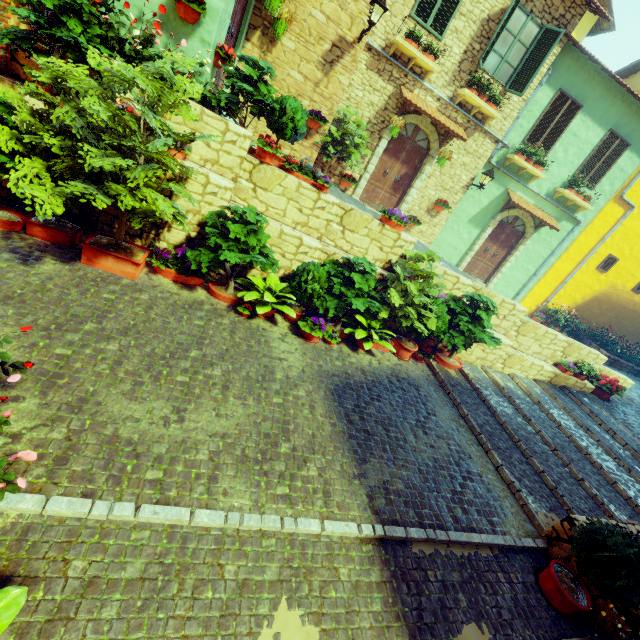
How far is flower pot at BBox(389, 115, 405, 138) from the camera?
9.1m

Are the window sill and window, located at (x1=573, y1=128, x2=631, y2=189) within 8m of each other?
yes

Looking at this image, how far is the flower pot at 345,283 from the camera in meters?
6.3 m

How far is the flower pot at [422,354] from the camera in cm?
789

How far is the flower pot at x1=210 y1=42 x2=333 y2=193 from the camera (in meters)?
5.64

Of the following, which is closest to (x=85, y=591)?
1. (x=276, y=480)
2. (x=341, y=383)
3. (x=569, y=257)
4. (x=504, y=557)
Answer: (x=276, y=480)

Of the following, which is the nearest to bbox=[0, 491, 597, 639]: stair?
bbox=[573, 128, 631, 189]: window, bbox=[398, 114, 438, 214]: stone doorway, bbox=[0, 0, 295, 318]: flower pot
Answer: bbox=[0, 0, 295, 318]: flower pot

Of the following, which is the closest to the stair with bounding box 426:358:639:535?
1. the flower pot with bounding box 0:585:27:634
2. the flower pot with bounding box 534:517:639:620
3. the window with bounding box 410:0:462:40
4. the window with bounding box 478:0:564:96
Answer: the flower pot with bounding box 0:585:27:634
